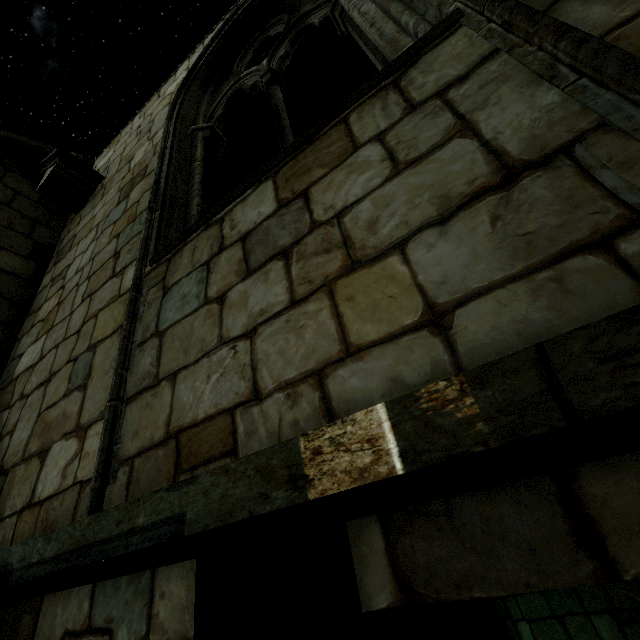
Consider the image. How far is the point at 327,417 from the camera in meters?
1.1
